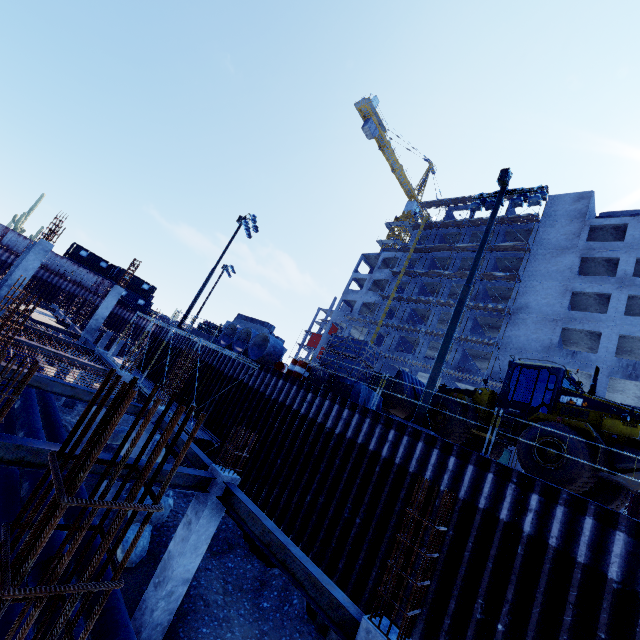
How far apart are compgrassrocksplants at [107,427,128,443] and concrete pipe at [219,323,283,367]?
5.7m

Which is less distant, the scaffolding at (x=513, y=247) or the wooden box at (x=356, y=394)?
the wooden box at (x=356, y=394)

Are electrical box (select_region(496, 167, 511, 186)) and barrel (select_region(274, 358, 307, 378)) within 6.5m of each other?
no

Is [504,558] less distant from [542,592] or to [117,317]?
[542,592]

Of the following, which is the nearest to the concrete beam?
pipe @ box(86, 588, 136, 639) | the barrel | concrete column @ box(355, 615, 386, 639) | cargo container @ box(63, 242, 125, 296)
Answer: the barrel

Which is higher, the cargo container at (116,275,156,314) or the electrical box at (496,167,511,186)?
the electrical box at (496,167,511,186)

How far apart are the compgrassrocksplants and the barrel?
6.8m

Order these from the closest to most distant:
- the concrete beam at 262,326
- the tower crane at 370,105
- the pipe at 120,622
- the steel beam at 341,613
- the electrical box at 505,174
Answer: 1. the steel beam at 341,613
2. the pipe at 120,622
3. the electrical box at 505,174
4. the concrete beam at 262,326
5. the tower crane at 370,105
